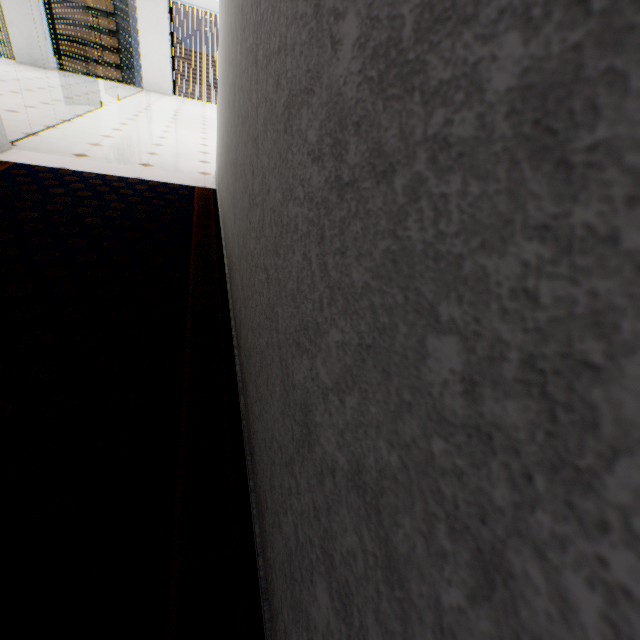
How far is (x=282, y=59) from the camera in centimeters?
74cm
